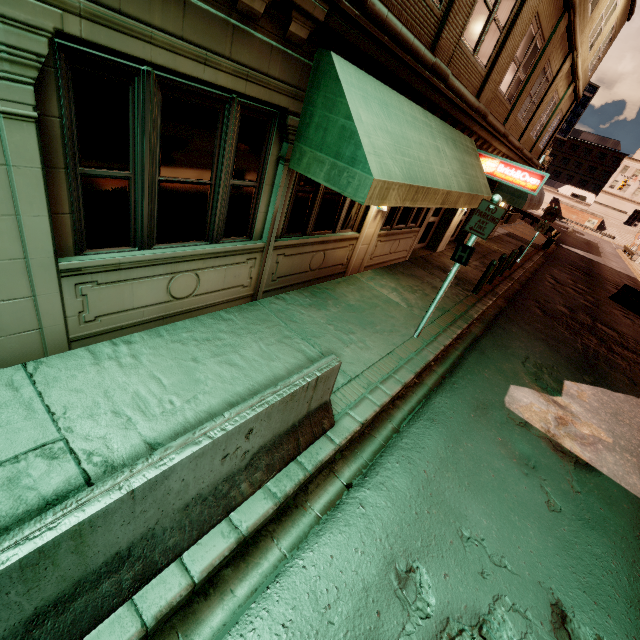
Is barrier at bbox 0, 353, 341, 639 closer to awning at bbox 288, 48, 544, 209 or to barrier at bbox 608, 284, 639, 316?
awning at bbox 288, 48, 544, 209

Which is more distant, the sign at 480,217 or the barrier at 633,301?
the barrier at 633,301

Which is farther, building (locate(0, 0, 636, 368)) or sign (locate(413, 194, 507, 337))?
sign (locate(413, 194, 507, 337))

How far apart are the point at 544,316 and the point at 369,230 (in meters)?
7.96

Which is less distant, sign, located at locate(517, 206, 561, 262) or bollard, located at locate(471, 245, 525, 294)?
bollard, located at locate(471, 245, 525, 294)

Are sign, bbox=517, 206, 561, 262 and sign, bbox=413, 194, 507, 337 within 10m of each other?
no

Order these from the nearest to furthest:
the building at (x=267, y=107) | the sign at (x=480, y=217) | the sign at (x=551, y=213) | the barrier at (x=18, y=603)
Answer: the barrier at (x=18, y=603) → the building at (x=267, y=107) → the sign at (x=480, y=217) → the sign at (x=551, y=213)

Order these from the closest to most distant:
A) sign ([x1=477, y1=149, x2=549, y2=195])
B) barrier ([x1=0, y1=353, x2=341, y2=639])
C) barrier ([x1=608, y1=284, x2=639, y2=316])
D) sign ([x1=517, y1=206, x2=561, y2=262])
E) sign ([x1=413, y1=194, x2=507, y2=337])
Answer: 1. barrier ([x1=0, y1=353, x2=341, y2=639])
2. sign ([x1=413, y1=194, x2=507, y2=337])
3. sign ([x1=477, y1=149, x2=549, y2=195])
4. sign ([x1=517, y1=206, x2=561, y2=262])
5. barrier ([x1=608, y1=284, x2=639, y2=316])
